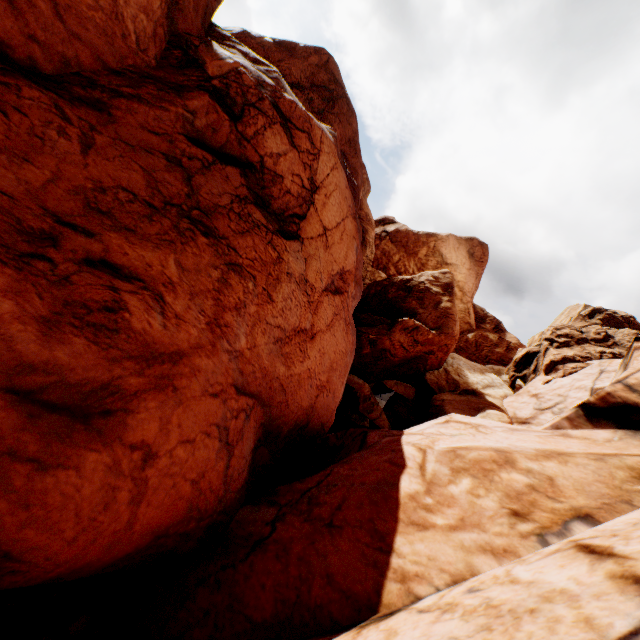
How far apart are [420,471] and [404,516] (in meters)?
1.14
